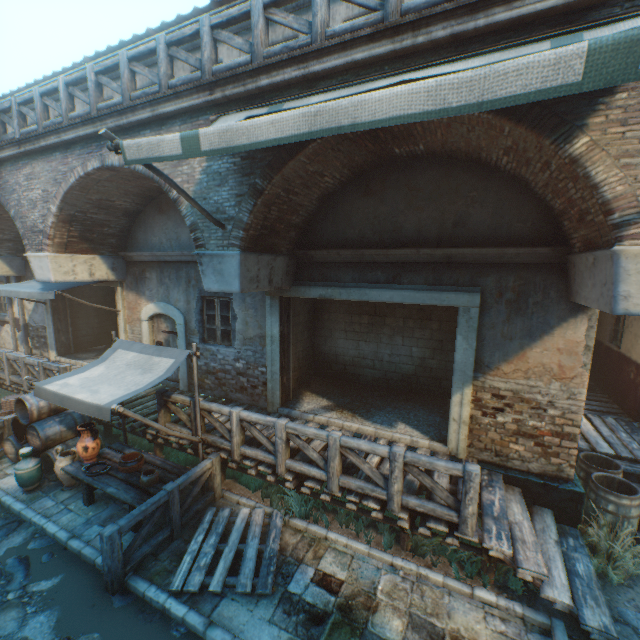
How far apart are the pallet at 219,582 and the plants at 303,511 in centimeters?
1cm

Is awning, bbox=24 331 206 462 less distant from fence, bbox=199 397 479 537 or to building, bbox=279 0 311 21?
fence, bbox=199 397 479 537

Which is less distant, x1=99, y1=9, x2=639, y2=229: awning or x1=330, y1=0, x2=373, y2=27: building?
x1=99, y1=9, x2=639, y2=229: awning

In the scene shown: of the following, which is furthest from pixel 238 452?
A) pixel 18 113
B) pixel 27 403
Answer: pixel 18 113

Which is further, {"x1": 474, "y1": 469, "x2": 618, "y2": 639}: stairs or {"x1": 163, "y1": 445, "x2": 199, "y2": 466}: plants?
{"x1": 163, "y1": 445, "x2": 199, "y2": 466}: plants

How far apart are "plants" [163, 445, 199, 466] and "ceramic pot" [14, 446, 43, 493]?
2.24m

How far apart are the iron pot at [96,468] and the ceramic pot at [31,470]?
1.38m
